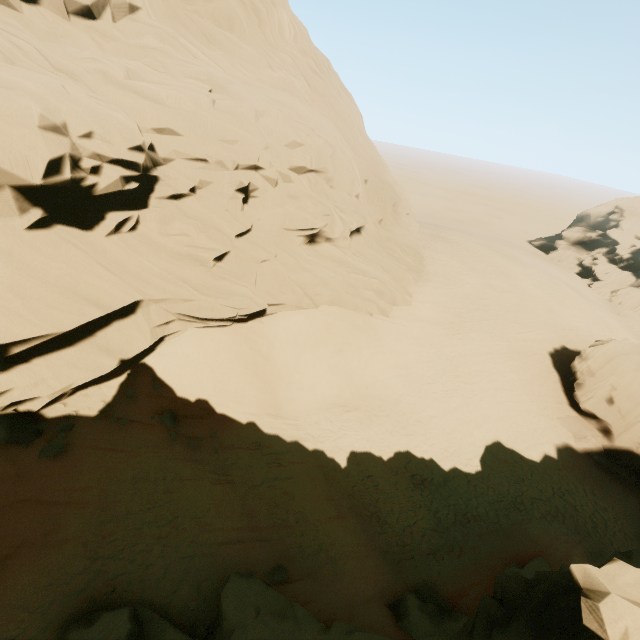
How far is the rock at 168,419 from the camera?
13.8m

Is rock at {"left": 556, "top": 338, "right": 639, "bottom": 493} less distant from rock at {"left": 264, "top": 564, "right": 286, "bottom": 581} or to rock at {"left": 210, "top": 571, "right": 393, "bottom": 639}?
rock at {"left": 210, "top": 571, "right": 393, "bottom": 639}

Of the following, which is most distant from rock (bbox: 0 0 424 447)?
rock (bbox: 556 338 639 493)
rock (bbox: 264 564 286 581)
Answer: rock (bbox: 556 338 639 493)

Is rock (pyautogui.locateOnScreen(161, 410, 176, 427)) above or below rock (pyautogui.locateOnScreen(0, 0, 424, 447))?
below

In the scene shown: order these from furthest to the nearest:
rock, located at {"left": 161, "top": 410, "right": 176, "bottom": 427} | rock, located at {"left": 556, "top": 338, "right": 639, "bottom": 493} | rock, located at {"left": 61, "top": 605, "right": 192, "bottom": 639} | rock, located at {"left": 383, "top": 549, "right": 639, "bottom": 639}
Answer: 1. rock, located at {"left": 556, "top": 338, "right": 639, "bottom": 493}
2. rock, located at {"left": 161, "top": 410, "right": 176, "bottom": 427}
3. rock, located at {"left": 61, "top": 605, "right": 192, "bottom": 639}
4. rock, located at {"left": 383, "top": 549, "right": 639, "bottom": 639}

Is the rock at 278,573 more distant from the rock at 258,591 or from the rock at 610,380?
the rock at 610,380

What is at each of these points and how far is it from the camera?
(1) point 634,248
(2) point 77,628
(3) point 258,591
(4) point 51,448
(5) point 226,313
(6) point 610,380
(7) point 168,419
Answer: (1) rock, 58.8m
(2) rock, 8.0m
(3) rock, 8.8m
(4) rock, 10.9m
(5) rock, 15.8m
(6) rock, 23.2m
(7) rock, 14.0m

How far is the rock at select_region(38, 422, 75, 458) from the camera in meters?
10.7
